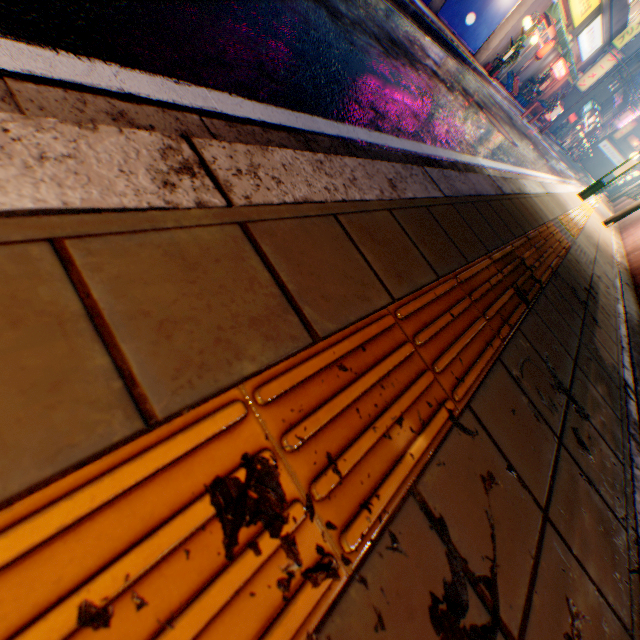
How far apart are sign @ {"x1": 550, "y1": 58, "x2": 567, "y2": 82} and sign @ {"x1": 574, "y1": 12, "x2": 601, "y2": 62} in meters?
0.8 m

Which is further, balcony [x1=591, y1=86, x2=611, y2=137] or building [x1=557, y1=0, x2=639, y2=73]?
balcony [x1=591, y1=86, x2=611, y2=137]

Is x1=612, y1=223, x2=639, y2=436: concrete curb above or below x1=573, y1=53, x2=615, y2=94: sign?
below

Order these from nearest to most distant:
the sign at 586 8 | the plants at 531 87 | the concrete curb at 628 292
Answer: the concrete curb at 628 292 → the sign at 586 8 → the plants at 531 87

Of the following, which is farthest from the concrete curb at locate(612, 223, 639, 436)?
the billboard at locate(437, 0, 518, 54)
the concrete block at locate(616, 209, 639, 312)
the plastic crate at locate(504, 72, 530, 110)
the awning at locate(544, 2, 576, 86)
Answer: the billboard at locate(437, 0, 518, 54)

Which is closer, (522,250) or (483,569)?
(483,569)

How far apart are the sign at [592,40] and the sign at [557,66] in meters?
0.8

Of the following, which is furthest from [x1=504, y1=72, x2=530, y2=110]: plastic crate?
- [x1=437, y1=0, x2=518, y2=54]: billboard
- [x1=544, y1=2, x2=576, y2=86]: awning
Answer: [x1=437, y1=0, x2=518, y2=54]: billboard
